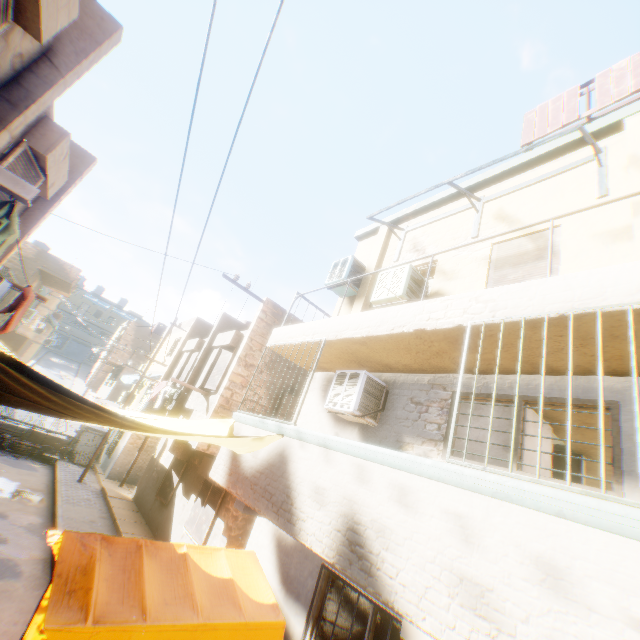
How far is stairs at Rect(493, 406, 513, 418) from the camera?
5.97m

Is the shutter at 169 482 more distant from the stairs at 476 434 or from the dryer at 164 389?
the stairs at 476 434

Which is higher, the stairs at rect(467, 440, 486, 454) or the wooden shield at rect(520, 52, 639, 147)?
the wooden shield at rect(520, 52, 639, 147)

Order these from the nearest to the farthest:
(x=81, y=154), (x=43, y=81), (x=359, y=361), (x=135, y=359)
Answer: (x=43, y=81)
(x=359, y=361)
(x=81, y=154)
(x=135, y=359)

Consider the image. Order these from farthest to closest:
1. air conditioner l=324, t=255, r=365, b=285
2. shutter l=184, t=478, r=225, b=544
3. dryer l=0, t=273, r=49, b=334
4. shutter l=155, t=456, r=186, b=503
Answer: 1. shutter l=155, t=456, r=186, b=503
2. shutter l=184, t=478, r=225, b=544
3. air conditioner l=324, t=255, r=365, b=285
4. dryer l=0, t=273, r=49, b=334

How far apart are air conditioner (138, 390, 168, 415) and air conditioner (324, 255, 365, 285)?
8.99m

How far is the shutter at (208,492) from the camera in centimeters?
955cm

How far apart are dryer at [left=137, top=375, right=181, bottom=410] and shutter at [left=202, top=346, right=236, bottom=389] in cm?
121
